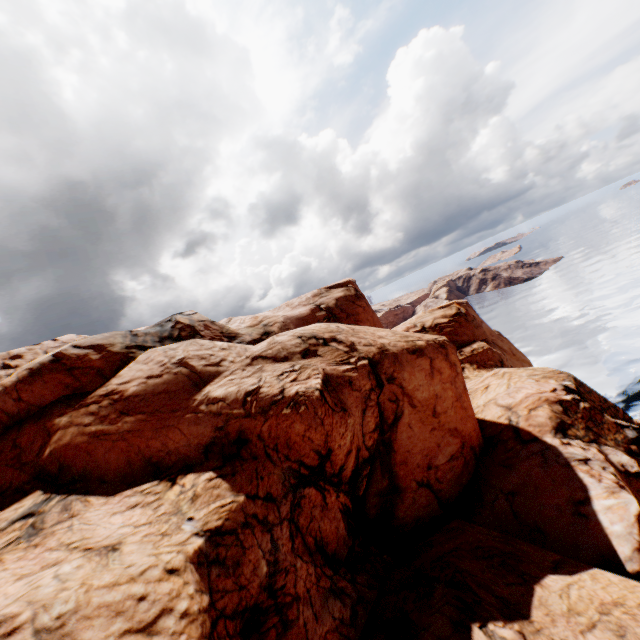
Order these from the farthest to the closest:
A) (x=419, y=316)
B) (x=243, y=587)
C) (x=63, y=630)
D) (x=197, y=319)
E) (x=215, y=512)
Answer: (x=419, y=316) < (x=197, y=319) < (x=215, y=512) < (x=243, y=587) < (x=63, y=630)
